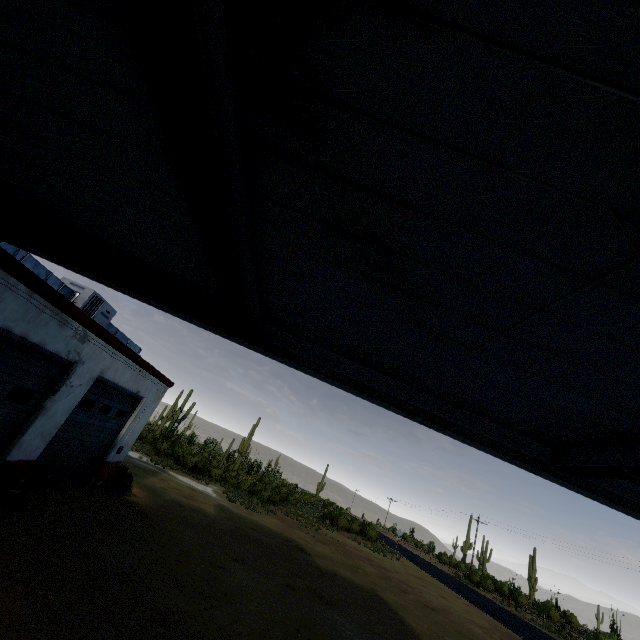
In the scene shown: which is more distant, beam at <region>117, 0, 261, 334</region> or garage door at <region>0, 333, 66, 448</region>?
garage door at <region>0, 333, 66, 448</region>

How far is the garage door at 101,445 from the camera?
8.7 meters

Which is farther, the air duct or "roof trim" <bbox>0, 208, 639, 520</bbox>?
the air duct

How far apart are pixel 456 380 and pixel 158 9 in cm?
305

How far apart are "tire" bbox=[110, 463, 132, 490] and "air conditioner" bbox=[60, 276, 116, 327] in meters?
6.0 m

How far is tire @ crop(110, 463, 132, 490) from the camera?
12.1 meters

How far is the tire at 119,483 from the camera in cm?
1206

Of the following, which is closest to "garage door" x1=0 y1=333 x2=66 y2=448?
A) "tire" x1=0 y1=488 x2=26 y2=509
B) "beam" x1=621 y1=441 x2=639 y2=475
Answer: "tire" x1=0 y1=488 x2=26 y2=509
